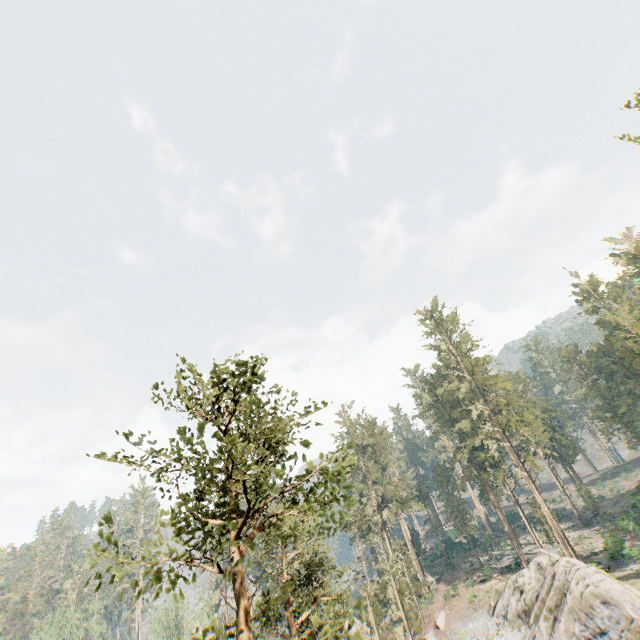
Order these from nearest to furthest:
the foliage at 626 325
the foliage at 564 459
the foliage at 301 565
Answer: the foliage at 301 565 < the foliage at 626 325 < the foliage at 564 459

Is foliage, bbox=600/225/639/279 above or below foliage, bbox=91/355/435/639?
above

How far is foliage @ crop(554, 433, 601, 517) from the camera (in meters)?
52.49

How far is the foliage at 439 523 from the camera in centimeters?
5659cm

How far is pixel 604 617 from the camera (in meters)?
27.25

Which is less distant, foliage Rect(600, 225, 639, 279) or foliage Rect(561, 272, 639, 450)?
foliage Rect(561, 272, 639, 450)
